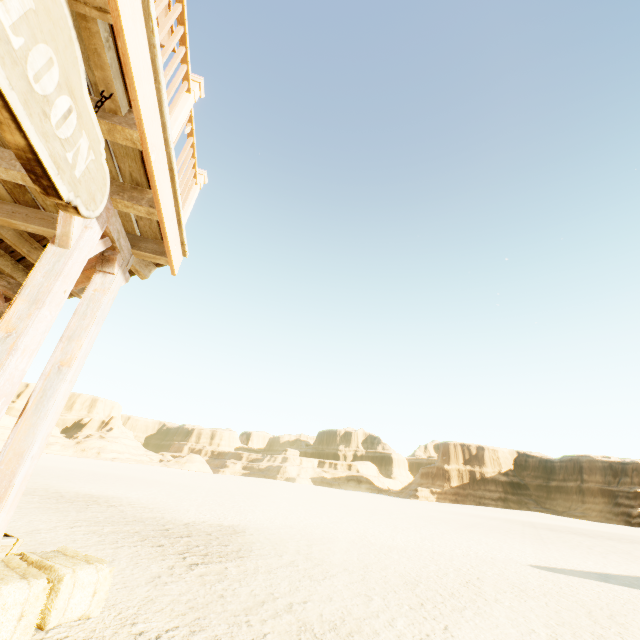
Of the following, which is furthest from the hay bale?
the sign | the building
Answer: the sign

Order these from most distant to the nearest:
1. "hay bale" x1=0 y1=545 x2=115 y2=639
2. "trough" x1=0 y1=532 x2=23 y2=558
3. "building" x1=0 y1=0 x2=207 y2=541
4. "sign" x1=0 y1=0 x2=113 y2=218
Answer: "trough" x1=0 y1=532 x2=23 y2=558
"hay bale" x1=0 y1=545 x2=115 y2=639
"building" x1=0 y1=0 x2=207 y2=541
"sign" x1=0 y1=0 x2=113 y2=218

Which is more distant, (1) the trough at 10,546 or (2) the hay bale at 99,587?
(1) the trough at 10,546

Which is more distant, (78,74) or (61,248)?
(61,248)

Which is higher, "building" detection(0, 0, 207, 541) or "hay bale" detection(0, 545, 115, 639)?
"building" detection(0, 0, 207, 541)

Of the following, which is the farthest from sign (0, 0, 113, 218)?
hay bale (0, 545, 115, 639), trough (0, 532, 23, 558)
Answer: trough (0, 532, 23, 558)

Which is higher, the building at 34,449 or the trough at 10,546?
the building at 34,449
